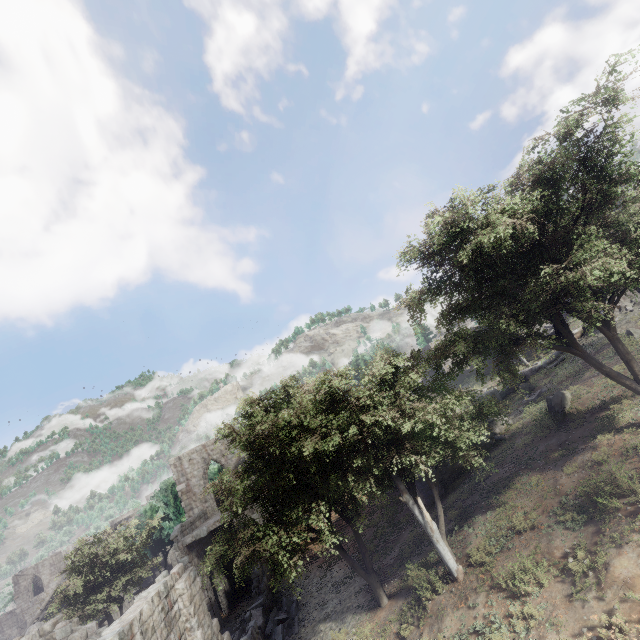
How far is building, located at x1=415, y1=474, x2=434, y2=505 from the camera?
19.2 meters

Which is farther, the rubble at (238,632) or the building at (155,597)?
the rubble at (238,632)

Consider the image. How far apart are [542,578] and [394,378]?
7.8 meters

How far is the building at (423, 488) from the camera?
19.2m

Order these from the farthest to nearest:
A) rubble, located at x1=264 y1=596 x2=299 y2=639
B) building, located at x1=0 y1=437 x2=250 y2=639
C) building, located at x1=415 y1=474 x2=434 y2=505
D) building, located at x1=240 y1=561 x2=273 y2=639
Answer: building, located at x1=415 y1=474 x2=434 y2=505, rubble, located at x1=264 y1=596 x2=299 y2=639, building, located at x1=240 y1=561 x2=273 y2=639, building, located at x1=0 y1=437 x2=250 y2=639

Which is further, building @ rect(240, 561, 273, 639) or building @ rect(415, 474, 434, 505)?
building @ rect(415, 474, 434, 505)
